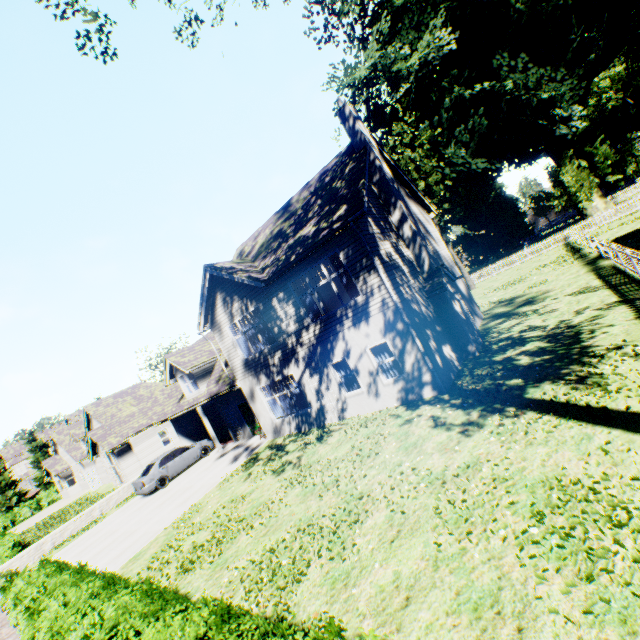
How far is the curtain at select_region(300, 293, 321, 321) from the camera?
13.6 meters

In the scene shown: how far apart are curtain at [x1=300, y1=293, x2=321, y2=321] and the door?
34.6 meters

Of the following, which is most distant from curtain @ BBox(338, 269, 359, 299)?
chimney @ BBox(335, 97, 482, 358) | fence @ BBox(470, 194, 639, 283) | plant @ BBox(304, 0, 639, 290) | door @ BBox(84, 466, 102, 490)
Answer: door @ BBox(84, 466, 102, 490)

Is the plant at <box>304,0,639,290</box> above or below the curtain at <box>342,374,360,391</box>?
above

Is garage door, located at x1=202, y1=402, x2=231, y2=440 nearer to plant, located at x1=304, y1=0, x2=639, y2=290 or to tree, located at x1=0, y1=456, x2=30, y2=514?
tree, located at x1=0, y1=456, x2=30, y2=514

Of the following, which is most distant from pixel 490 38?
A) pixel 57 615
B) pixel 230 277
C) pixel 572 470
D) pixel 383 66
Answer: pixel 57 615

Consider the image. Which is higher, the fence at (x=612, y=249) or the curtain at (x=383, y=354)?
the curtain at (x=383, y=354)

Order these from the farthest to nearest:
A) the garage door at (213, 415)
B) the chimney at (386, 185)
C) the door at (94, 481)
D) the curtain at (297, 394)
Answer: the door at (94, 481)
the garage door at (213, 415)
the curtain at (297, 394)
the chimney at (386, 185)
